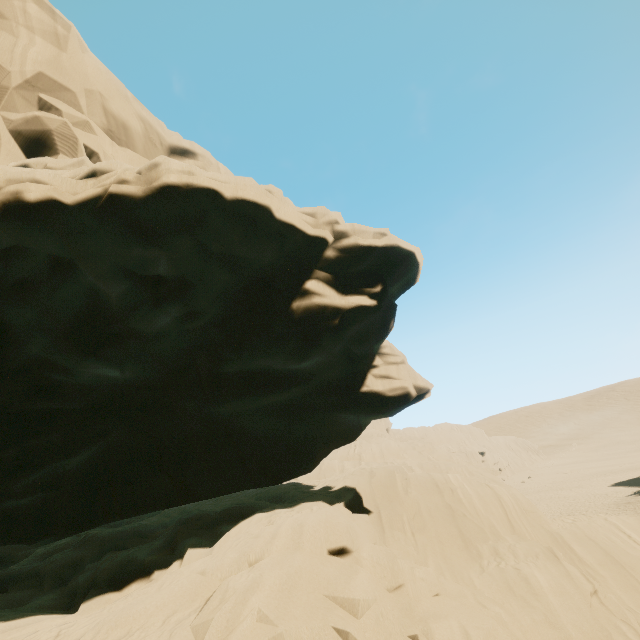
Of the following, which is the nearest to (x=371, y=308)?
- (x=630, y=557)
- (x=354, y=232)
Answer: (x=354, y=232)
